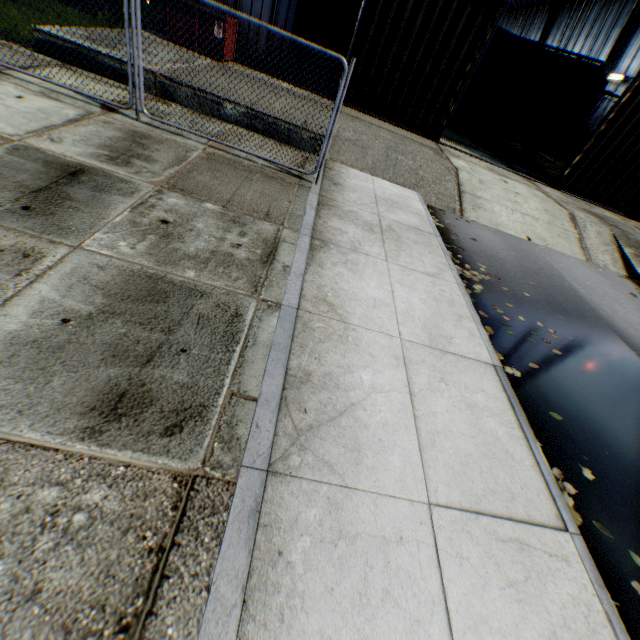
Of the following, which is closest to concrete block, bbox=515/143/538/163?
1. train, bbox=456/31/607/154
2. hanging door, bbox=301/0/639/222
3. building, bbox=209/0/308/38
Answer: train, bbox=456/31/607/154

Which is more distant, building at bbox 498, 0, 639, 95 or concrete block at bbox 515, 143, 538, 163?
building at bbox 498, 0, 639, 95

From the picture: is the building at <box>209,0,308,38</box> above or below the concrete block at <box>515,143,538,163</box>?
above

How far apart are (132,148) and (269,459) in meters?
5.8

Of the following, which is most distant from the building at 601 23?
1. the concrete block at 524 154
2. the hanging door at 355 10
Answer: the concrete block at 524 154

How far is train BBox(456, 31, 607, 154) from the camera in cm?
1487

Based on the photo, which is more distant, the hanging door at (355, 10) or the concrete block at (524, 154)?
the concrete block at (524, 154)
